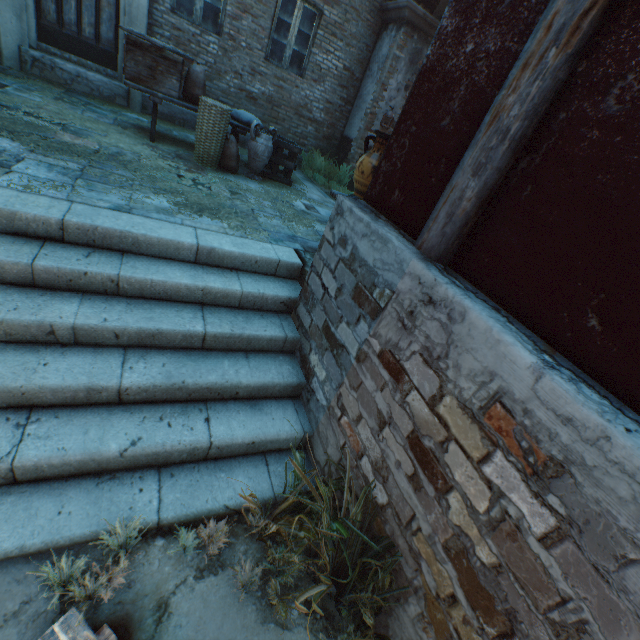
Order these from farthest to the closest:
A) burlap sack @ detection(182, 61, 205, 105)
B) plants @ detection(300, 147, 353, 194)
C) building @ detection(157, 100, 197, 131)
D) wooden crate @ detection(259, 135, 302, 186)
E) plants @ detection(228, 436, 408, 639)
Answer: A:
plants @ detection(300, 147, 353, 194)
building @ detection(157, 100, 197, 131)
wooden crate @ detection(259, 135, 302, 186)
burlap sack @ detection(182, 61, 205, 105)
plants @ detection(228, 436, 408, 639)

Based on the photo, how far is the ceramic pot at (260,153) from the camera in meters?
5.5 m

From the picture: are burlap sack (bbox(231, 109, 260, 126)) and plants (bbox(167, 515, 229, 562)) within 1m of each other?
no

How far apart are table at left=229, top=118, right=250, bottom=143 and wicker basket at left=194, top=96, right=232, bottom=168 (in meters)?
0.19

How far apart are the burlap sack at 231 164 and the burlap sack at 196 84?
0.70m

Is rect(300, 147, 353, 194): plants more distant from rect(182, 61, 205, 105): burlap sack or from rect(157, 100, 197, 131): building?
rect(182, 61, 205, 105): burlap sack

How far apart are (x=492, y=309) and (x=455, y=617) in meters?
1.4

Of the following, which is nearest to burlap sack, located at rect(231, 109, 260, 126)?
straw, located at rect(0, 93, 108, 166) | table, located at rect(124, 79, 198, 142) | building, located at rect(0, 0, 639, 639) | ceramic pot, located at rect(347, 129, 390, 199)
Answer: table, located at rect(124, 79, 198, 142)
